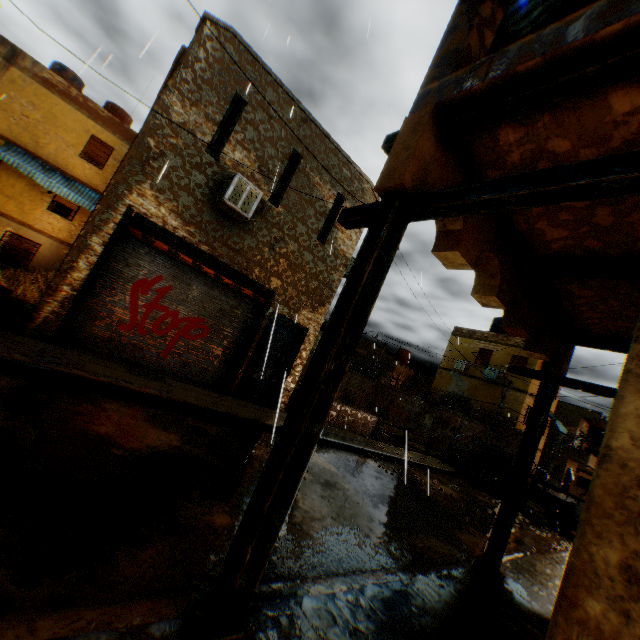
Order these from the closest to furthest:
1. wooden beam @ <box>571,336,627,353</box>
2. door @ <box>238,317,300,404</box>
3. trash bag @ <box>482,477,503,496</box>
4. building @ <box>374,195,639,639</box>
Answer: building @ <box>374,195,639,639</box>, wooden beam @ <box>571,336,627,353</box>, door @ <box>238,317,300,404</box>, trash bag @ <box>482,477,503,496</box>

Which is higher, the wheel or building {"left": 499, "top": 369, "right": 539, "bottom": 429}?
building {"left": 499, "top": 369, "right": 539, "bottom": 429}

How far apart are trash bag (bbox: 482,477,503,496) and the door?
10.75m

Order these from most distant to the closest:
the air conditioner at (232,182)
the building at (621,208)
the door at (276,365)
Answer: the door at (276,365)
the air conditioner at (232,182)
the building at (621,208)

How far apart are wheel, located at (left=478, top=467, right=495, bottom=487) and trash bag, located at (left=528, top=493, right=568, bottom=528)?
1.24m

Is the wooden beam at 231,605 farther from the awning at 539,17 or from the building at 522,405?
the awning at 539,17

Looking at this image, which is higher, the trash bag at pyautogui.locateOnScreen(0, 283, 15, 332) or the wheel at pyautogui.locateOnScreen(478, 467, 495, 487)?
the trash bag at pyautogui.locateOnScreen(0, 283, 15, 332)

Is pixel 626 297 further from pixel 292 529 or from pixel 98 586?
pixel 98 586
